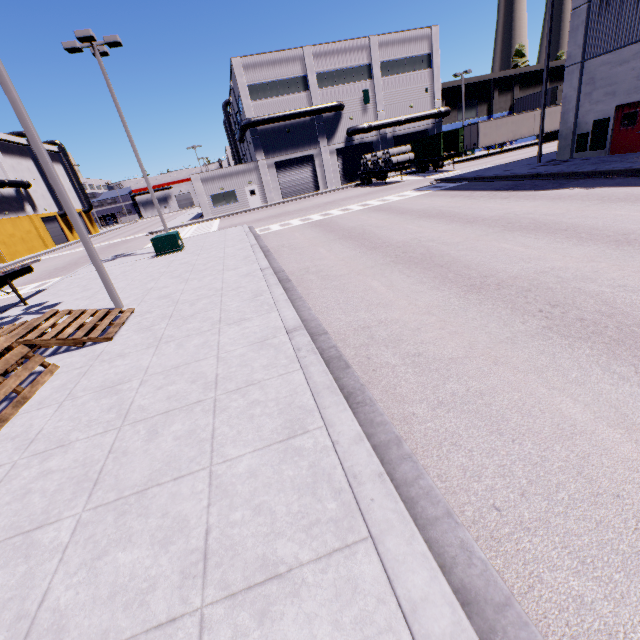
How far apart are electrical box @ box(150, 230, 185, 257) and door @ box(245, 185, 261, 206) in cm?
2336

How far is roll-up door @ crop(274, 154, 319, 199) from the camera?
39.8 meters

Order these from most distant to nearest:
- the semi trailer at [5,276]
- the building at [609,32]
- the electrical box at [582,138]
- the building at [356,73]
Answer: the building at [356,73]
the electrical box at [582,138]
the building at [609,32]
the semi trailer at [5,276]

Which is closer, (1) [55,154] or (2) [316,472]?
(2) [316,472]

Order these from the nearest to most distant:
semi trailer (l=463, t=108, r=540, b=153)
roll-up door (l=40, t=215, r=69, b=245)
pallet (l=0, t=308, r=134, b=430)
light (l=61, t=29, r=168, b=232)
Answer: pallet (l=0, t=308, r=134, b=430), light (l=61, t=29, r=168, b=232), semi trailer (l=463, t=108, r=540, b=153), roll-up door (l=40, t=215, r=69, b=245)

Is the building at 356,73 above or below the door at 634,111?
above

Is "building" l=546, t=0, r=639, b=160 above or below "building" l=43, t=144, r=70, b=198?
below

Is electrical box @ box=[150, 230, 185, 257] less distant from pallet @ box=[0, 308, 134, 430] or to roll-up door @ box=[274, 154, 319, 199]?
pallet @ box=[0, 308, 134, 430]
